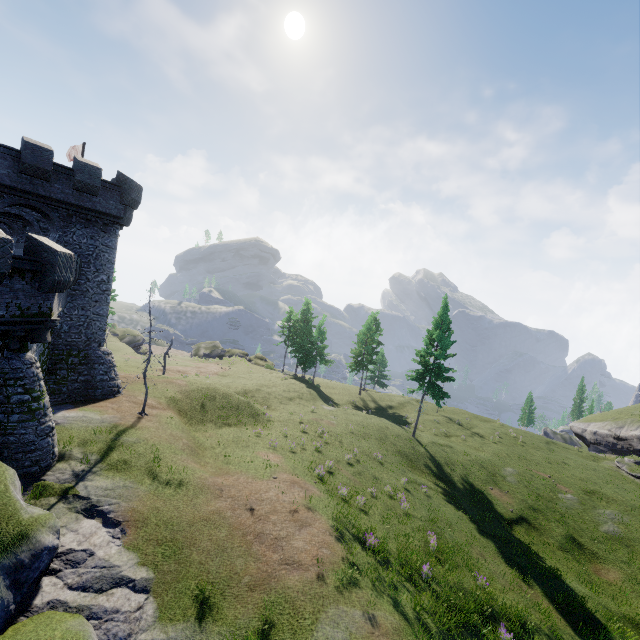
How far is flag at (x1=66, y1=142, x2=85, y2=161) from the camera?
28.4m

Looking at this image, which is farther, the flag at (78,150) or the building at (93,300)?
the flag at (78,150)

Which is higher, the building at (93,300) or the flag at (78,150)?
the flag at (78,150)

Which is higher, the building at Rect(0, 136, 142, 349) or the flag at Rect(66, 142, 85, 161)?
the flag at Rect(66, 142, 85, 161)

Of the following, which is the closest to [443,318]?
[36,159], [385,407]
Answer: [385,407]

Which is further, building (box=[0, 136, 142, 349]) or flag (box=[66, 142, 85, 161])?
flag (box=[66, 142, 85, 161])
